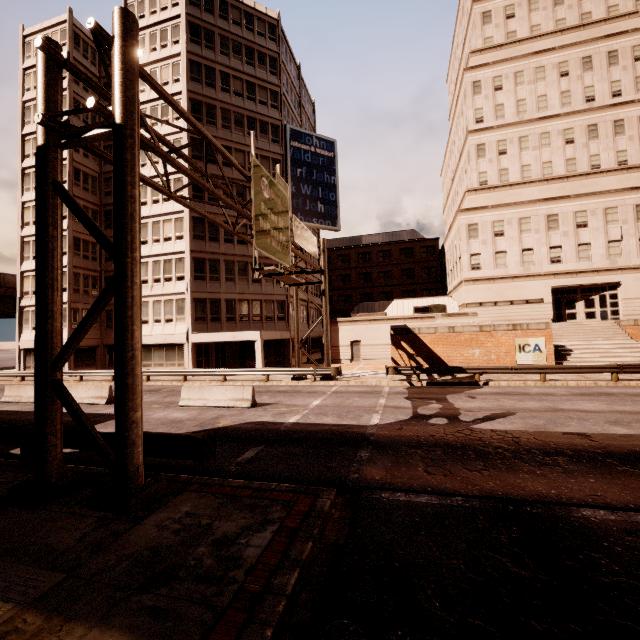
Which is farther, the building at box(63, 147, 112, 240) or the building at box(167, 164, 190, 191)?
the building at box(63, 147, 112, 240)

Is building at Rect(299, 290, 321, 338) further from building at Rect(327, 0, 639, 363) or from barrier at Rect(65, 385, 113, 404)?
barrier at Rect(65, 385, 113, 404)

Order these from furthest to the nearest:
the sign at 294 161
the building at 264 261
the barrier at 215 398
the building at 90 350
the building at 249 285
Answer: the building at 90 350
the building at 264 261
the building at 249 285
the barrier at 215 398
the sign at 294 161

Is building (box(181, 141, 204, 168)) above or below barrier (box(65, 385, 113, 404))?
above

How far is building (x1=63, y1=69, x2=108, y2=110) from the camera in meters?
33.4

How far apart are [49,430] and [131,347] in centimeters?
281cm

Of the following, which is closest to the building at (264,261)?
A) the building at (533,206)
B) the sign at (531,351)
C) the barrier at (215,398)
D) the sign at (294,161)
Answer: the building at (533,206)
